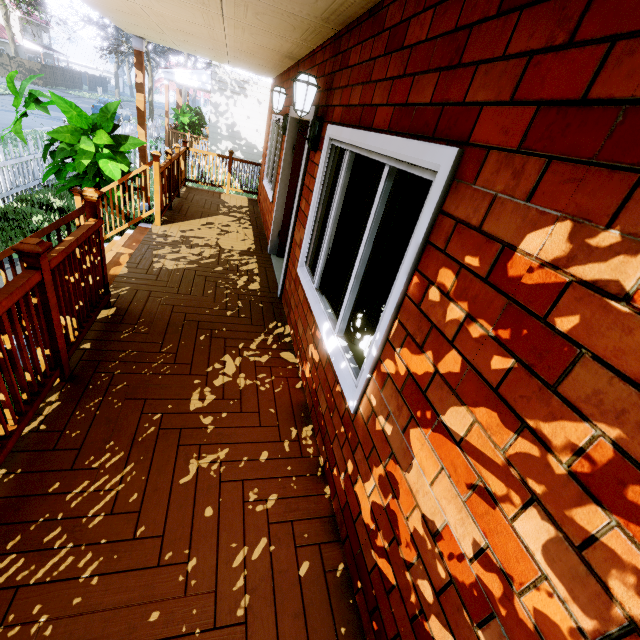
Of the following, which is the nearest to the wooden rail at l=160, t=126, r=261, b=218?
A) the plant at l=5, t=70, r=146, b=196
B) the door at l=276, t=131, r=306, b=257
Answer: the plant at l=5, t=70, r=146, b=196

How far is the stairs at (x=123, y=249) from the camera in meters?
2.8

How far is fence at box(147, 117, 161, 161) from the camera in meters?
12.1 m

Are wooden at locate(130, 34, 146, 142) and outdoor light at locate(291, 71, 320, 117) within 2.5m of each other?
no

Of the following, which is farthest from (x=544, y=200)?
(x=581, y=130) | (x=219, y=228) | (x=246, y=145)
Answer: (x=246, y=145)

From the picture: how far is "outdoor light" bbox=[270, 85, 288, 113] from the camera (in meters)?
4.59

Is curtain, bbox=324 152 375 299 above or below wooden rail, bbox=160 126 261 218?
above

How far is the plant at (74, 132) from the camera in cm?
474
